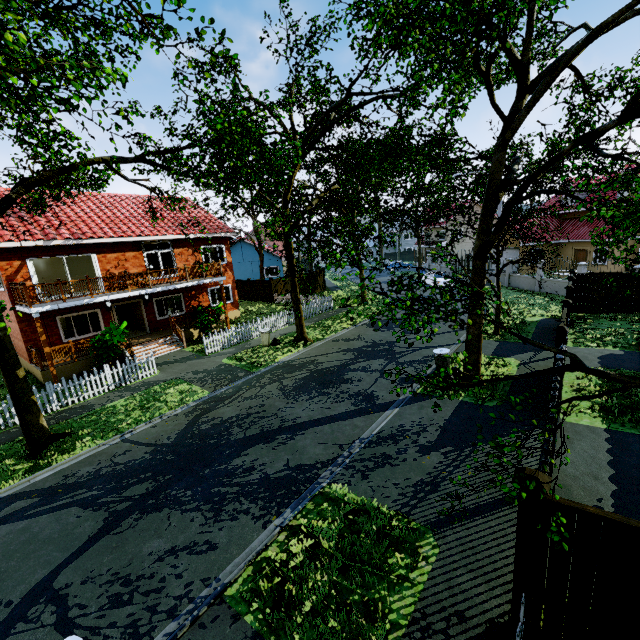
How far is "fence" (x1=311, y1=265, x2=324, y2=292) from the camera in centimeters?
3538cm

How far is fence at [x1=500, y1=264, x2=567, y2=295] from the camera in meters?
24.3

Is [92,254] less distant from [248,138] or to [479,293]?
[248,138]

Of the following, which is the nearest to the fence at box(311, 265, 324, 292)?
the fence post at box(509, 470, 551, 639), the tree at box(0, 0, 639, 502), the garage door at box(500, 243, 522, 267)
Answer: the tree at box(0, 0, 639, 502)

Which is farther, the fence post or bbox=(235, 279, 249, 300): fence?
bbox=(235, 279, 249, 300): fence

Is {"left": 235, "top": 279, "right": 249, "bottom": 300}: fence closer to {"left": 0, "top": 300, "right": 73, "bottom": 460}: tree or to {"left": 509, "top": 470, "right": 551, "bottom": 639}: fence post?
{"left": 0, "top": 300, "right": 73, "bottom": 460}: tree

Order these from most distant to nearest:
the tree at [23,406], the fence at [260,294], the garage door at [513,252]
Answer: the garage door at [513,252], the fence at [260,294], the tree at [23,406]

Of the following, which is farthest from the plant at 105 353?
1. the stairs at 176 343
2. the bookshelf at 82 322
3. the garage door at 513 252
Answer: the garage door at 513 252
